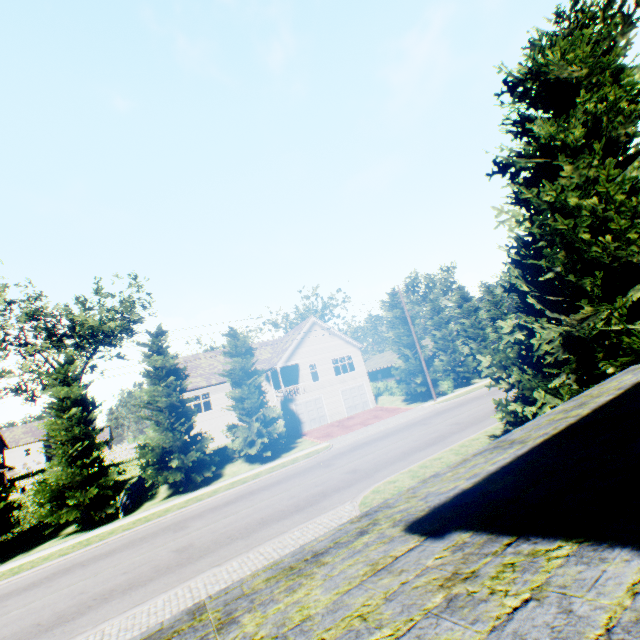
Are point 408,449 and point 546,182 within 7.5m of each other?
no

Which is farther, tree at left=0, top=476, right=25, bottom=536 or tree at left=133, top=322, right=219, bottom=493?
tree at left=133, top=322, right=219, bottom=493

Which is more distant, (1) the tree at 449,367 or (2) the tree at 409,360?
(1) the tree at 449,367

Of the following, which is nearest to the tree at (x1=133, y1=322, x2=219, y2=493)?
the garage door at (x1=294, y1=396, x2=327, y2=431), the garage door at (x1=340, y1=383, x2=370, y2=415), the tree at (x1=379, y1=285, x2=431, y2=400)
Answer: the tree at (x1=379, y1=285, x2=431, y2=400)

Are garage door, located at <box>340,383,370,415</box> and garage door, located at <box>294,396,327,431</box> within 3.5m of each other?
yes

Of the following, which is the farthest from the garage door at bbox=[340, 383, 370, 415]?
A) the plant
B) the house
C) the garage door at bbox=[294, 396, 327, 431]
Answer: the plant

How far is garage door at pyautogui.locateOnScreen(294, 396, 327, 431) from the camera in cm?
3173

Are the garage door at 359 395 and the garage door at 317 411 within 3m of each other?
yes
